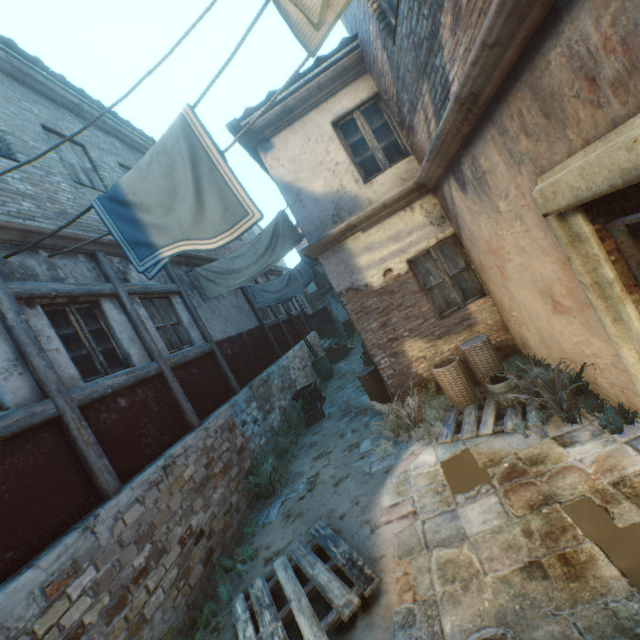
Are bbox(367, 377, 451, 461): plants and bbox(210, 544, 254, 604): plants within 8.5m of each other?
yes

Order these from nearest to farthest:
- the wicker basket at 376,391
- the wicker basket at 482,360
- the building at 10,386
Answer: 1. the building at 10,386
2. the wicker basket at 482,360
3. the wicker basket at 376,391

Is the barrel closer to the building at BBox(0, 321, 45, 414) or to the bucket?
the building at BBox(0, 321, 45, 414)

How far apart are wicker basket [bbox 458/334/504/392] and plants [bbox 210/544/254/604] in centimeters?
444cm

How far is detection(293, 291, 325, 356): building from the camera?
16.9m

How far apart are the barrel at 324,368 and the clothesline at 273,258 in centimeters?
637cm

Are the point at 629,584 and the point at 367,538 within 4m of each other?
yes

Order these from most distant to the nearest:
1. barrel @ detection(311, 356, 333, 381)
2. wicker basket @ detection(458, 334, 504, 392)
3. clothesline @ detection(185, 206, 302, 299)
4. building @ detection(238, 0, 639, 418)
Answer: barrel @ detection(311, 356, 333, 381) → clothesline @ detection(185, 206, 302, 299) → wicker basket @ detection(458, 334, 504, 392) → building @ detection(238, 0, 639, 418)
